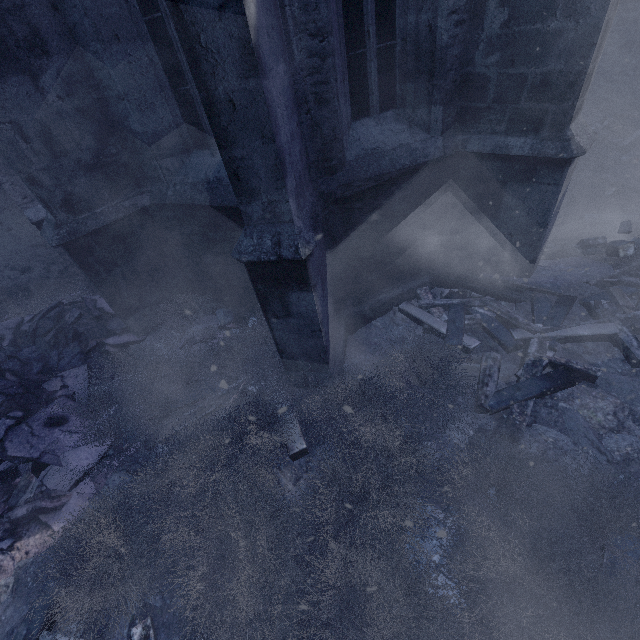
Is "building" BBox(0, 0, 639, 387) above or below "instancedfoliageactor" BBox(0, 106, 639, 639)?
above

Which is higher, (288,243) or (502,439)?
(288,243)

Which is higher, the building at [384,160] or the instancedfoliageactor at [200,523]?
the building at [384,160]
